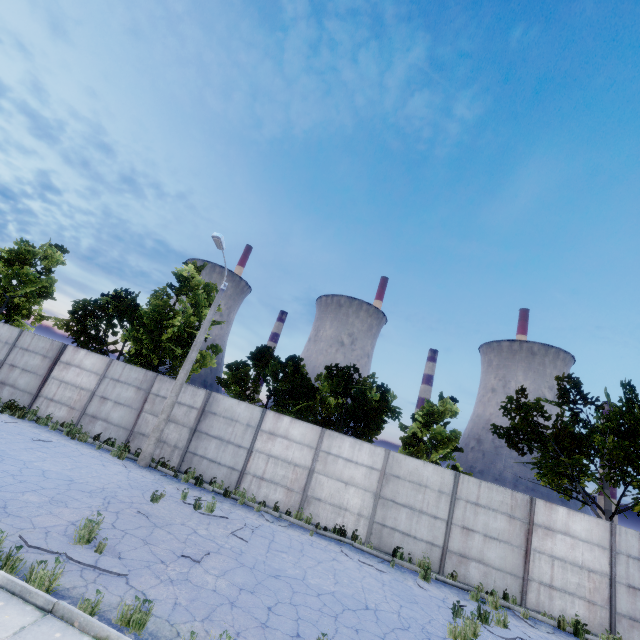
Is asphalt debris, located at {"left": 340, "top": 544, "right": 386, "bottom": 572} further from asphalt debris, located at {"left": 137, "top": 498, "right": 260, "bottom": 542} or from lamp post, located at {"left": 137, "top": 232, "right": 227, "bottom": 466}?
lamp post, located at {"left": 137, "top": 232, "right": 227, "bottom": 466}

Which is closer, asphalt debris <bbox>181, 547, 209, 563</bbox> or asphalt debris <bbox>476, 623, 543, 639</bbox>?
asphalt debris <bbox>181, 547, 209, 563</bbox>

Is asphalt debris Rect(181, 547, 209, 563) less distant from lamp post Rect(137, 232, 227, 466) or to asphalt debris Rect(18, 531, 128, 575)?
asphalt debris Rect(18, 531, 128, 575)

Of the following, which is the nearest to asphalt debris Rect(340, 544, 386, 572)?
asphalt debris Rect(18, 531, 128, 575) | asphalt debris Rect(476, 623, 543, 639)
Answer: asphalt debris Rect(476, 623, 543, 639)

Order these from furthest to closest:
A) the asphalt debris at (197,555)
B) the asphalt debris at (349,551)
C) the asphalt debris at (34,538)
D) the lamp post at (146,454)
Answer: the lamp post at (146,454) < the asphalt debris at (349,551) < the asphalt debris at (197,555) < the asphalt debris at (34,538)

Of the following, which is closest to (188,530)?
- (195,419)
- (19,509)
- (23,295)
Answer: (19,509)

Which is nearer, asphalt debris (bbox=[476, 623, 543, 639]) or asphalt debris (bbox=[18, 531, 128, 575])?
asphalt debris (bbox=[18, 531, 128, 575])

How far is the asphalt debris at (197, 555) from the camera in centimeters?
730cm
